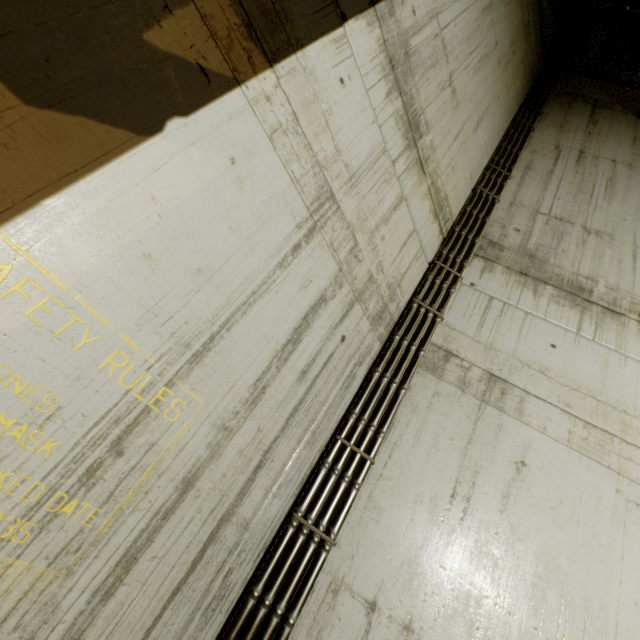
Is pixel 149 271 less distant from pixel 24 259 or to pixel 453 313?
pixel 24 259
